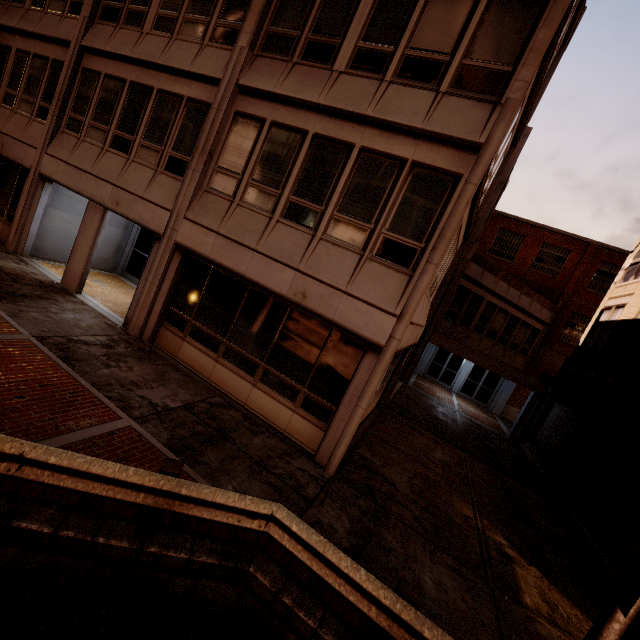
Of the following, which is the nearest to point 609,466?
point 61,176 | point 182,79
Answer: point 182,79

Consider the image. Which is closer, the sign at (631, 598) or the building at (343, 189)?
the sign at (631, 598)

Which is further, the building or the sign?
the building
